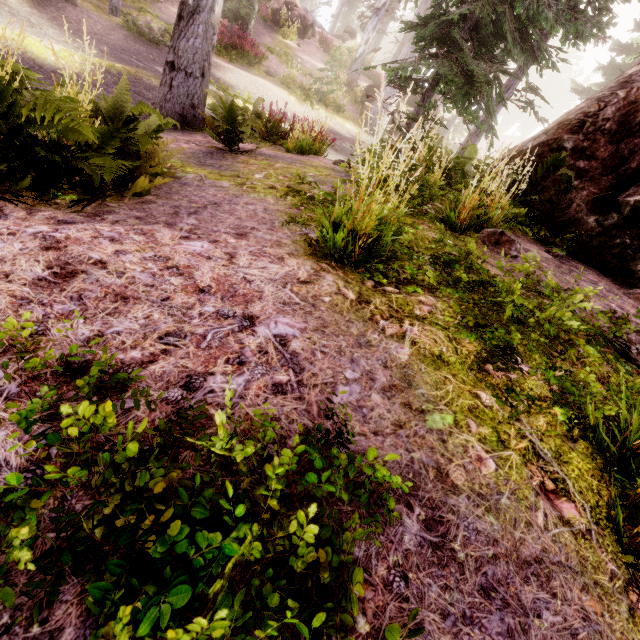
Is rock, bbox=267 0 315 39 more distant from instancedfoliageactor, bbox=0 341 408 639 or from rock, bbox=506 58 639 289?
rock, bbox=506 58 639 289

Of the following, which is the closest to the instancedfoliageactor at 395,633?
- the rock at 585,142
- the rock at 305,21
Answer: the rock at 585,142

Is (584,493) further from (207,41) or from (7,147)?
(207,41)

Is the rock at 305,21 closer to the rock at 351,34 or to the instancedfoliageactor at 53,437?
the instancedfoliageactor at 53,437

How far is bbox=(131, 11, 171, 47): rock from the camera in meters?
10.8

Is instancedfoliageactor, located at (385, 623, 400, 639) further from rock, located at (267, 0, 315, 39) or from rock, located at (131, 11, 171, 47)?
rock, located at (267, 0, 315, 39)

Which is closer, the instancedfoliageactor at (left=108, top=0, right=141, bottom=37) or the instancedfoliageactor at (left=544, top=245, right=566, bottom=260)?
the instancedfoliageactor at (left=544, top=245, right=566, bottom=260)

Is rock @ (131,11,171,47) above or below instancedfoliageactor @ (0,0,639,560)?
below
